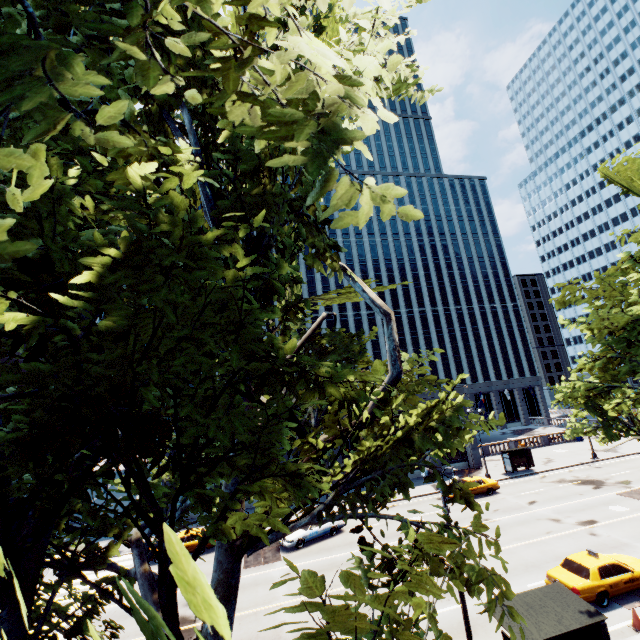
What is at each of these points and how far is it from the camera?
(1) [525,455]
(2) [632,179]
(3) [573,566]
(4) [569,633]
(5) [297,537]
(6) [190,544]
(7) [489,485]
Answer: (1) bus stop, 36.88m
(2) tree, 8.63m
(3) vehicle, 15.41m
(4) bus stop, 10.20m
(5) vehicle, 23.47m
(6) vehicle, 24.28m
(7) vehicle, 30.00m

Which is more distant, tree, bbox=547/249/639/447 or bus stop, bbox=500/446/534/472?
bus stop, bbox=500/446/534/472

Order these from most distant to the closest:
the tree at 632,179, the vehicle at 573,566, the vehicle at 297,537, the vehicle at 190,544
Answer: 1. the vehicle at 190,544
2. the vehicle at 297,537
3. the vehicle at 573,566
4. the tree at 632,179

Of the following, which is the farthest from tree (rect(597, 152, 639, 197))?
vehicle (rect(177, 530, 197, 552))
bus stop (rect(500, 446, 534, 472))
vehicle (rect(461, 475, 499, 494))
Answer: bus stop (rect(500, 446, 534, 472))

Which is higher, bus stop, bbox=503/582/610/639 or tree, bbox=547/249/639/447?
tree, bbox=547/249/639/447

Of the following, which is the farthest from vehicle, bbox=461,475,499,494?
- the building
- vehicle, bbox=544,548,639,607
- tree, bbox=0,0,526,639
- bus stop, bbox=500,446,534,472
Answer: tree, bbox=0,0,526,639

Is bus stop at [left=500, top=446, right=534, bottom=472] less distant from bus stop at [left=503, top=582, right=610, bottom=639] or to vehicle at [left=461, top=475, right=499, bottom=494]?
vehicle at [left=461, top=475, right=499, bottom=494]

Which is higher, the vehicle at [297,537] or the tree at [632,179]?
the tree at [632,179]
